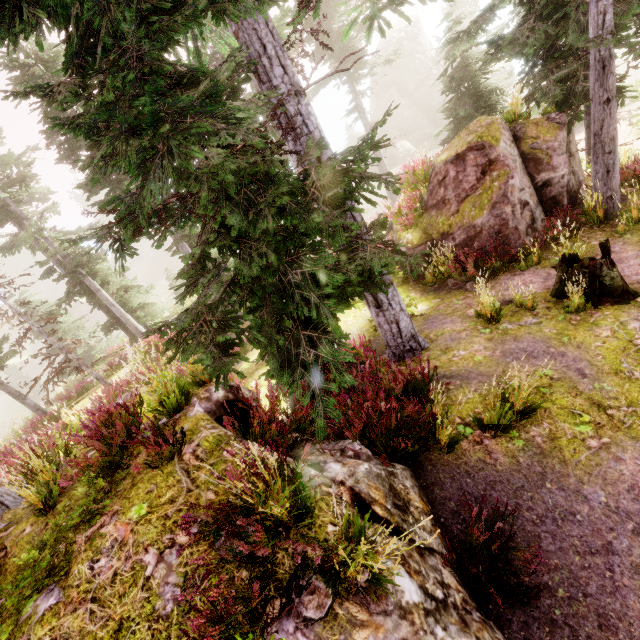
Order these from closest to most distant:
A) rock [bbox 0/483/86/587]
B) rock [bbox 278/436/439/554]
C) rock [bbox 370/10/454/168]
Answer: rock [bbox 278/436/439/554] → rock [bbox 0/483/86/587] → rock [bbox 370/10/454/168]

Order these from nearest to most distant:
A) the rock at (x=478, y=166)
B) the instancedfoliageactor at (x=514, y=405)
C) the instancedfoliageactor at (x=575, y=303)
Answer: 1. the instancedfoliageactor at (x=514, y=405)
2. the instancedfoliageactor at (x=575, y=303)
3. the rock at (x=478, y=166)

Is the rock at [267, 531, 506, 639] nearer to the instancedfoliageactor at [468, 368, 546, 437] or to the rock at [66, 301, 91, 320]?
the instancedfoliageactor at [468, 368, 546, 437]

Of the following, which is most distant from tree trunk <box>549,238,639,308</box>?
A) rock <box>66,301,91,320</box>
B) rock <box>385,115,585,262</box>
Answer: rock <box>66,301,91,320</box>

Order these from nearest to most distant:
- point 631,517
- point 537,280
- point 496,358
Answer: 1. point 631,517
2. point 496,358
3. point 537,280

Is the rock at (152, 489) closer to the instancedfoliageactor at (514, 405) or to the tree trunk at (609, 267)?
the instancedfoliageactor at (514, 405)

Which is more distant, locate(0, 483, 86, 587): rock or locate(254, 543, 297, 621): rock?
locate(0, 483, 86, 587): rock
